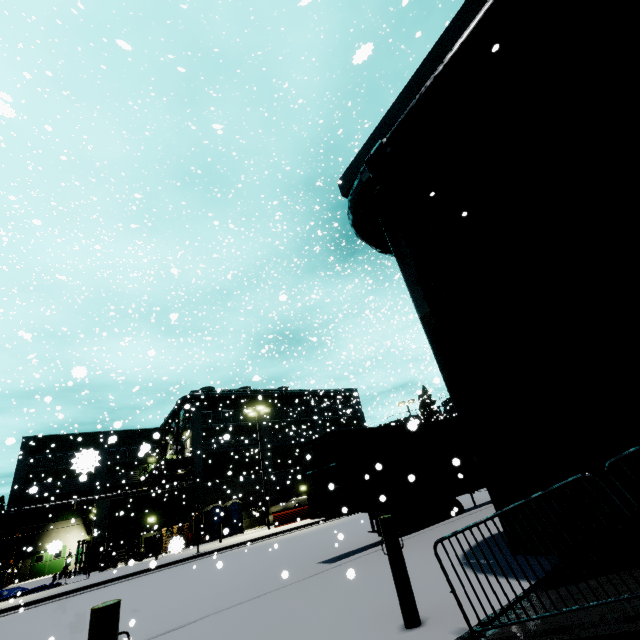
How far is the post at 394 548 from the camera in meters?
3.9

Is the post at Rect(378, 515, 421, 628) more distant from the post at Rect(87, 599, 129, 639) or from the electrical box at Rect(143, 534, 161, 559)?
the electrical box at Rect(143, 534, 161, 559)

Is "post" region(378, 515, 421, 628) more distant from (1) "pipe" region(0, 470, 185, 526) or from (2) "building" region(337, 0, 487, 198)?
(1) "pipe" region(0, 470, 185, 526)

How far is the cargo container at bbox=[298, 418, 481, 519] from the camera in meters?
9.9 m

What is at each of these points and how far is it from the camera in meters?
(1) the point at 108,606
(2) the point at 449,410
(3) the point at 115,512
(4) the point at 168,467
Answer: (1) post, 2.6
(2) silo, 57.8
(3) building, 28.4
(4) balcony, 35.9

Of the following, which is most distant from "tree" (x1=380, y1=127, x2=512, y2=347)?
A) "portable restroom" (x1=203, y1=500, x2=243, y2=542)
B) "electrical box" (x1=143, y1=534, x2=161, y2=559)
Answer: "portable restroom" (x1=203, y1=500, x2=243, y2=542)

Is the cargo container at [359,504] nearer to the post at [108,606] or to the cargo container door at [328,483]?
the cargo container door at [328,483]

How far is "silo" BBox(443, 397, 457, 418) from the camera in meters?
47.8
